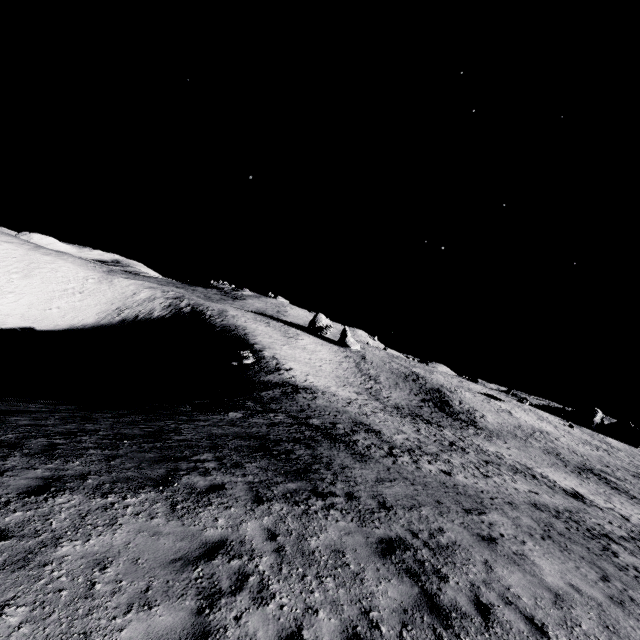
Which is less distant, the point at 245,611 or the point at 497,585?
the point at 245,611
